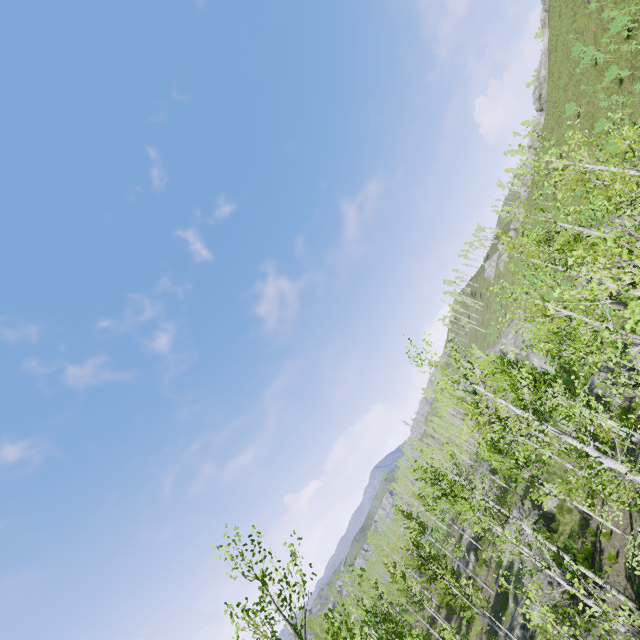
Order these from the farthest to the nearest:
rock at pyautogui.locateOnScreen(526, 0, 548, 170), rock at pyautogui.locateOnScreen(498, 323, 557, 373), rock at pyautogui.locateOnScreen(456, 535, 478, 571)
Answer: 1. rock at pyautogui.locateOnScreen(498, 323, 557, 373)
2. rock at pyautogui.locateOnScreen(526, 0, 548, 170)
3. rock at pyautogui.locateOnScreen(456, 535, 478, 571)

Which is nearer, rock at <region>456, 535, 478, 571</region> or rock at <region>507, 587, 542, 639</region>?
rock at <region>507, 587, 542, 639</region>

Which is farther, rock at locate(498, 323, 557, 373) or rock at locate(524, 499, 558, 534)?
rock at locate(498, 323, 557, 373)

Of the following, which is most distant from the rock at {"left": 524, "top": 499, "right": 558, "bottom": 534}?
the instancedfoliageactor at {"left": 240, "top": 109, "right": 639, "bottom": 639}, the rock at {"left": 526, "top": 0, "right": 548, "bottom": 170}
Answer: the rock at {"left": 526, "top": 0, "right": 548, "bottom": 170}

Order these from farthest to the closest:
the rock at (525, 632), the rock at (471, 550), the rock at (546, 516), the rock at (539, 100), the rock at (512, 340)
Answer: the rock at (512, 340)
the rock at (539, 100)
the rock at (471, 550)
the rock at (546, 516)
the rock at (525, 632)

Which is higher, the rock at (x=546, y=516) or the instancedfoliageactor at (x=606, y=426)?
the instancedfoliageactor at (x=606, y=426)

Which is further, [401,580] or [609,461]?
[401,580]

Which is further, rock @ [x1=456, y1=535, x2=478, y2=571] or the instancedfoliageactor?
rock @ [x1=456, y1=535, x2=478, y2=571]
